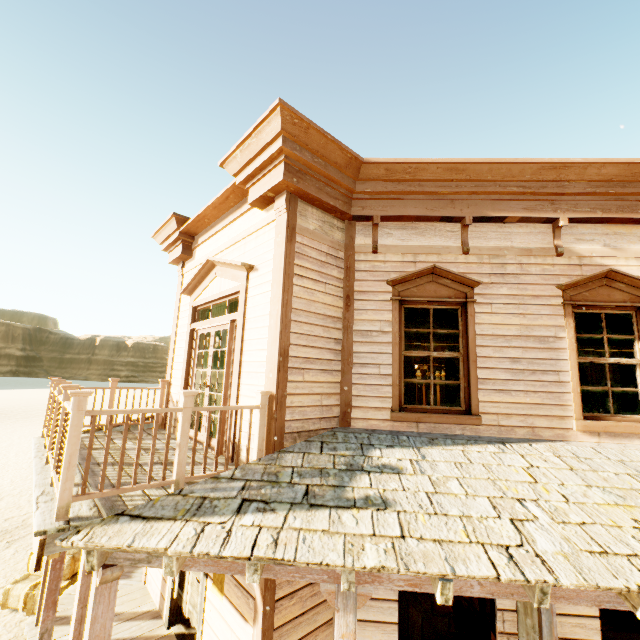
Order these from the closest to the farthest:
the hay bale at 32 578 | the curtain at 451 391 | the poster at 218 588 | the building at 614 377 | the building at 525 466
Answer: the building at 525 466 < the poster at 218 588 < the curtain at 451 391 < the hay bale at 32 578 < the building at 614 377

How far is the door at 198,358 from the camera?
5.13m

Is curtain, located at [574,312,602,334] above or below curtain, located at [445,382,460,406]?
above

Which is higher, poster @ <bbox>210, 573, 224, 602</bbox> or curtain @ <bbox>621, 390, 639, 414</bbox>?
curtain @ <bbox>621, 390, 639, 414</bbox>

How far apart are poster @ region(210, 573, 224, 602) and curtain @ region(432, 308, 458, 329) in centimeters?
318cm

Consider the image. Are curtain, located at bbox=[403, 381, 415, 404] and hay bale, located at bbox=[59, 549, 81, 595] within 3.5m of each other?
no

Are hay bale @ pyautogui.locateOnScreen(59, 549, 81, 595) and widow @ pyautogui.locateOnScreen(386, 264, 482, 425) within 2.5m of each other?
no

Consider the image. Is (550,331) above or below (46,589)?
above
